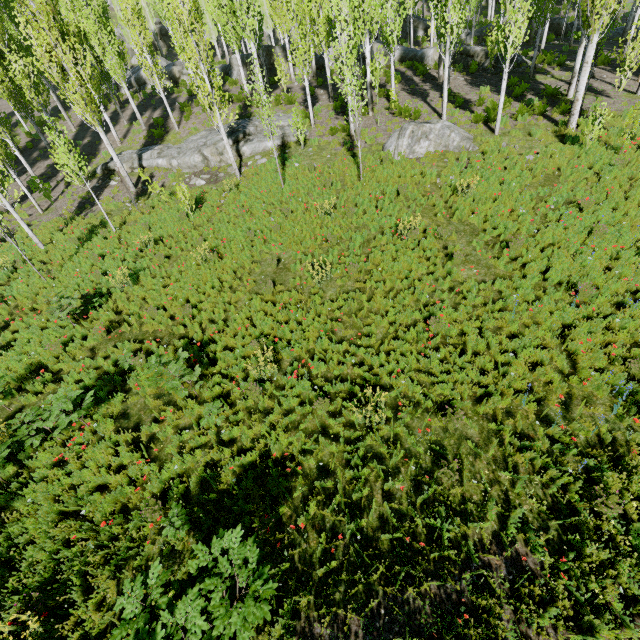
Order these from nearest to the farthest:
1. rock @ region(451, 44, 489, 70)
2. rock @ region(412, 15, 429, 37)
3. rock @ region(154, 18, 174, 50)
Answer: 1. rock @ region(451, 44, 489, 70)
2. rock @ region(412, 15, 429, 37)
3. rock @ region(154, 18, 174, 50)

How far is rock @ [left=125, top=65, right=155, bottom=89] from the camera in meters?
31.4 m

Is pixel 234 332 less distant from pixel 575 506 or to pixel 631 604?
pixel 575 506

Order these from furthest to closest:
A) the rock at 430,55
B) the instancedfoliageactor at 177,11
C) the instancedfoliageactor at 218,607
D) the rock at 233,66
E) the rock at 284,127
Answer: the rock at 233,66, the rock at 430,55, the rock at 284,127, the instancedfoliageactor at 177,11, the instancedfoliageactor at 218,607

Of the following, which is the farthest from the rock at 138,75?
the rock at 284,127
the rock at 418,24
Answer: the rock at 284,127

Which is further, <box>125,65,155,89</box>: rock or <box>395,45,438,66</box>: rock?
<box>125,65,155,89</box>: rock

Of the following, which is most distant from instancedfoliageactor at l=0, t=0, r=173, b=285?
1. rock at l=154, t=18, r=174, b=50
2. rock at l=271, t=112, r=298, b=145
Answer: rock at l=271, t=112, r=298, b=145

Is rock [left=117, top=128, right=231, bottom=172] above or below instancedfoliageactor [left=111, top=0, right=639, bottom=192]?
below
